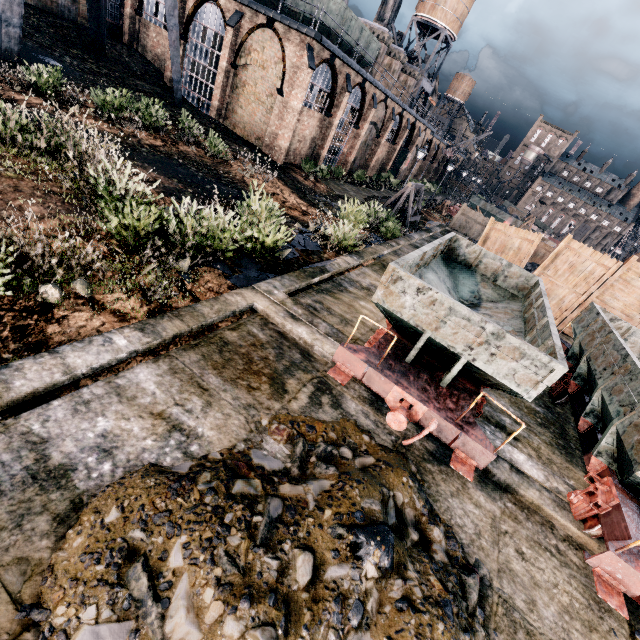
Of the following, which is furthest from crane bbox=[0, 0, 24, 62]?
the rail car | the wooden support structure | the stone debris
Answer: the stone debris

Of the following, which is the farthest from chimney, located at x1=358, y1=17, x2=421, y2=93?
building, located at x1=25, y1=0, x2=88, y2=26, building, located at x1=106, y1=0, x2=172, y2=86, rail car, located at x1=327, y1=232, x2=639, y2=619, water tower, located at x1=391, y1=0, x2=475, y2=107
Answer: rail car, located at x1=327, y1=232, x2=639, y2=619

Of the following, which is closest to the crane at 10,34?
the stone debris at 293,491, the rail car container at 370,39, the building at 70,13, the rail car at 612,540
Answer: the rail car container at 370,39

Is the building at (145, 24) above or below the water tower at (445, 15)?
below

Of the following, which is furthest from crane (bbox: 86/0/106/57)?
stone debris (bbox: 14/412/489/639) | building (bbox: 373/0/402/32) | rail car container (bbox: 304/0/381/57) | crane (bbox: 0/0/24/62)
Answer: building (bbox: 373/0/402/32)

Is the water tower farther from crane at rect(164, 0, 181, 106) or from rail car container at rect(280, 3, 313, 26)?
crane at rect(164, 0, 181, 106)

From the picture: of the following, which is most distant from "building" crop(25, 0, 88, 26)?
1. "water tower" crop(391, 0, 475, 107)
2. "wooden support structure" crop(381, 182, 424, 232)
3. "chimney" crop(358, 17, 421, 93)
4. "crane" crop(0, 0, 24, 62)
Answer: "wooden support structure" crop(381, 182, 424, 232)

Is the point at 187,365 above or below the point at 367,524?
below
